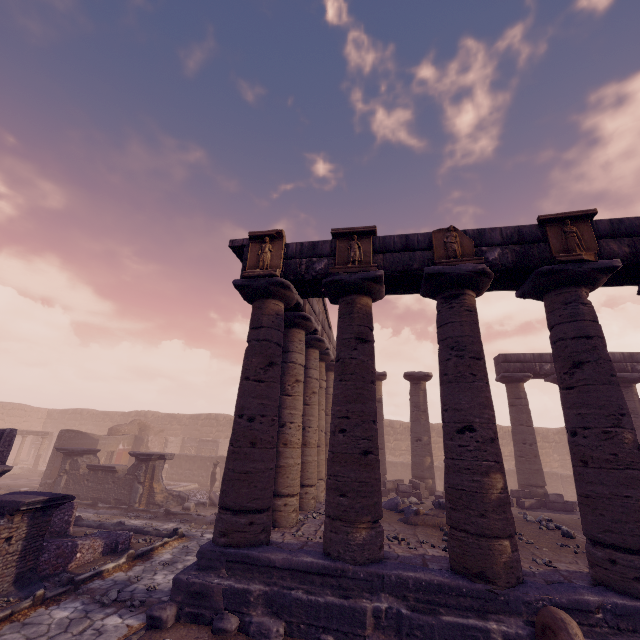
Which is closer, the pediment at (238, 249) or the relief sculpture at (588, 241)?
the relief sculpture at (588, 241)

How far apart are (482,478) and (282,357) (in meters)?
5.71

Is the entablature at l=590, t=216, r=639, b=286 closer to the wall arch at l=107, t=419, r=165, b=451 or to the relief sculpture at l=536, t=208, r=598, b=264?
the relief sculpture at l=536, t=208, r=598, b=264

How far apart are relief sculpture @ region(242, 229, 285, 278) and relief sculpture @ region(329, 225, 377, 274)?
1.1m

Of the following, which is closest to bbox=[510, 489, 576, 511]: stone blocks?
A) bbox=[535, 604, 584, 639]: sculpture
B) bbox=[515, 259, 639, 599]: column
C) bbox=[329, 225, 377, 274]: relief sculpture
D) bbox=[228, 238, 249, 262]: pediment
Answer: bbox=[515, 259, 639, 599]: column

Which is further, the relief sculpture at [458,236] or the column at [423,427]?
the column at [423,427]

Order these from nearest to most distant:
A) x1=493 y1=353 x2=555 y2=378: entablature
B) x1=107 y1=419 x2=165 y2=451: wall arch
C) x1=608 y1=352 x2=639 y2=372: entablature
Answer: x1=608 y1=352 x2=639 y2=372: entablature → x1=493 y1=353 x2=555 y2=378: entablature → x1=107 y1=419 x2=165 y2=451: wall arch

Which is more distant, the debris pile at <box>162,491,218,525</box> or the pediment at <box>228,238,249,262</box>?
the debris pile at <box>162,491,218,525</box>
